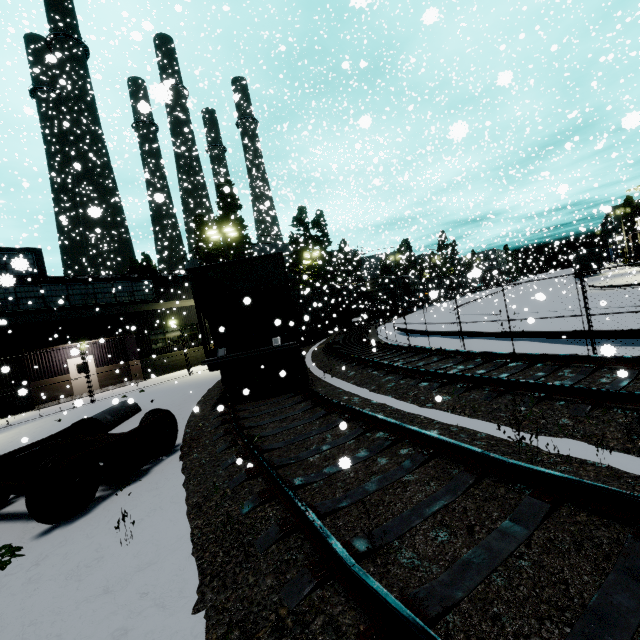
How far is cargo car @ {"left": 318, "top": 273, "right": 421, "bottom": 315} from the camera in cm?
3653

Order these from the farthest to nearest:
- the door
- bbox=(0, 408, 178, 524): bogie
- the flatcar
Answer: the door
the flatcar
bbox=(0, 408, 178, 524): bogie

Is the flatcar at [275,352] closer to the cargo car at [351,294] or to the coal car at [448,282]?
the coal car at [448,282]

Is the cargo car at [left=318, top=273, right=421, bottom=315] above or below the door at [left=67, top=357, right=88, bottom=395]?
above

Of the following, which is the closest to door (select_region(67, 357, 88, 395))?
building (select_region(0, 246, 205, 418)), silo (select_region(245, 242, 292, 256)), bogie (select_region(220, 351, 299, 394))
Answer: building (select_region(0, 246, 205, 418))

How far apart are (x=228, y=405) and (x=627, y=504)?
8.56m

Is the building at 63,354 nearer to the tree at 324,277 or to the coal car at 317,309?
the coal car at 317,309

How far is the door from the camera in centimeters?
2166cm
